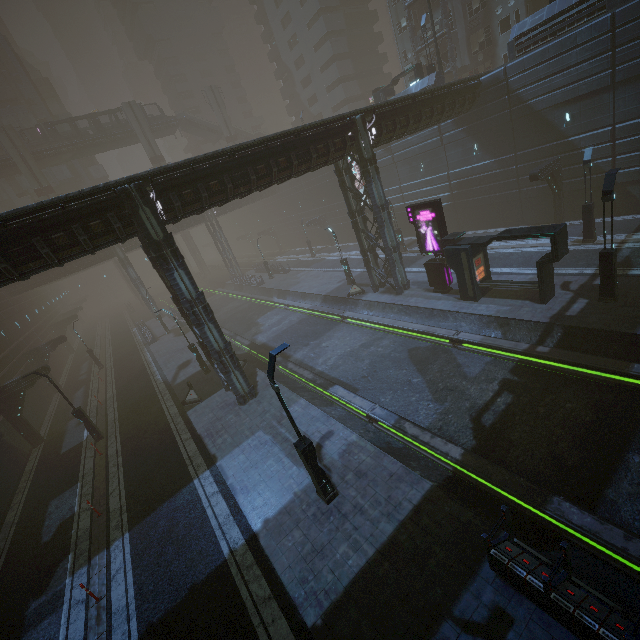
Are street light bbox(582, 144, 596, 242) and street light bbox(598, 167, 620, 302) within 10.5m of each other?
yes

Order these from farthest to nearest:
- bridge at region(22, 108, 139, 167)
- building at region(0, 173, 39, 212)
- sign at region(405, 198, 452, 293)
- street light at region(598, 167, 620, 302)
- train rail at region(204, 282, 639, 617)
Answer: building at region(0, 173, 39, 212) < bridge at region(22, 108, 139, 167) < sign at region(405, 198, 452, 293) < street light at region(598, 167, 620, 302) < train rail at region(204, 282, 639, 617)

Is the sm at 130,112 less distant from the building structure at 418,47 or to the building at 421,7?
the building at 421,7

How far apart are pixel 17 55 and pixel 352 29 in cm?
5648

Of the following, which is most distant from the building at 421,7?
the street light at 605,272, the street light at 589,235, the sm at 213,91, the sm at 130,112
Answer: the sm at 130,112

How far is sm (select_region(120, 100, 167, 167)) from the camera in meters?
49.8

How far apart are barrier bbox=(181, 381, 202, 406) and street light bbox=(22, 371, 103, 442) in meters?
5.3

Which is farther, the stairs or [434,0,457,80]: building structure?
the stairs
